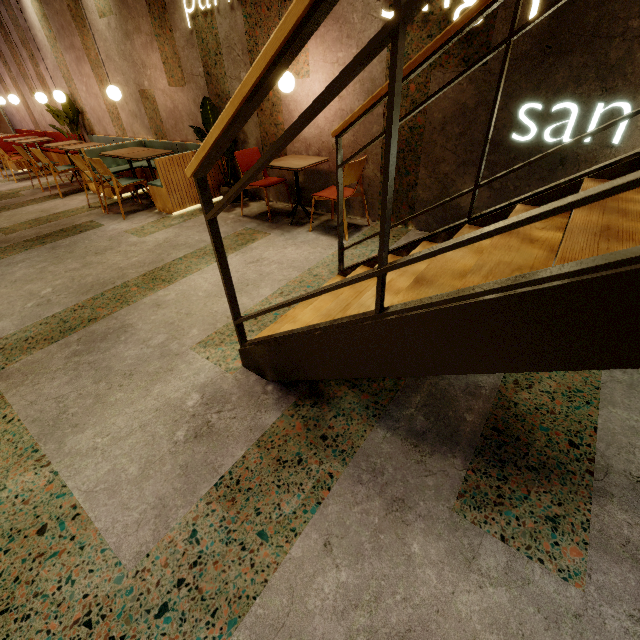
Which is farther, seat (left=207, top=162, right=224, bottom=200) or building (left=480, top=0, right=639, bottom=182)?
seat (left=207, top=162, right=224, bottom=200)

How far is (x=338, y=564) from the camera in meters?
1.3

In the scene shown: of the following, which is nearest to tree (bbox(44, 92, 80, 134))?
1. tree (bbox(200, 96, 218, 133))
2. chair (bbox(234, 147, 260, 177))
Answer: tree (bbox(200, 96, 218, 133))

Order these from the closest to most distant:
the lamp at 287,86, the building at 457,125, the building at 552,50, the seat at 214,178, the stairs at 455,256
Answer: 1. the stairs at 455,256
2. the building at 552,50
3. the building at 457,125
4. the lamp at 287,86
5. the seat at 214,178

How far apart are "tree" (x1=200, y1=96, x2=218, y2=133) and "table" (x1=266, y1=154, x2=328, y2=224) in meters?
0.9 m

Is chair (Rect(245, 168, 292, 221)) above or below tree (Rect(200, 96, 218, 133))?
below

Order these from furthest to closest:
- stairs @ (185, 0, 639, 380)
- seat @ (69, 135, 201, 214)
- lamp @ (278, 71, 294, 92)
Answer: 1. seat @ (69, 135, 201, 214)
2. lamp @ (278, 71, 294, 92)
3. stairs @ (185, 0, 639, 380)

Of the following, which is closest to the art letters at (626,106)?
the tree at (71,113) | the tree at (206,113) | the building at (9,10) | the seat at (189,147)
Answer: the building at (9,10)
